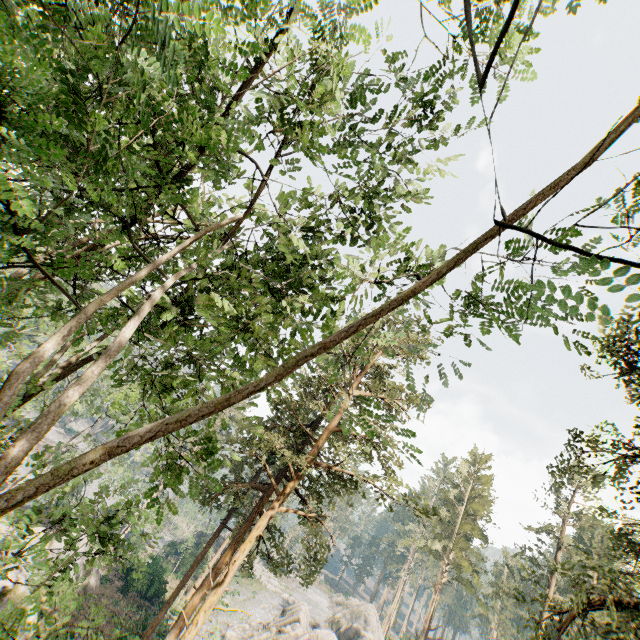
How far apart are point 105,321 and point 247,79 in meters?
5.7

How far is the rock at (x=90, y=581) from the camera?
20.1 meters

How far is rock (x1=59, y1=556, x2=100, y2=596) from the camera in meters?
20.1

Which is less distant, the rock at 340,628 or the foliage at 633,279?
the foliage at 633,279

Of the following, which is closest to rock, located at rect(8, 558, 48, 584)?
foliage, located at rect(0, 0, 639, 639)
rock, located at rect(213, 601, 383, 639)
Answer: foliage, located at rect(0, 0, 639, 639)

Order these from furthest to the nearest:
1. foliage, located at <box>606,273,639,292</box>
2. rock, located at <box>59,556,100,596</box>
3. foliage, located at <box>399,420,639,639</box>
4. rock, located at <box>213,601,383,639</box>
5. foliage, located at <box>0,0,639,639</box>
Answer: rock, located at <box>213,601,383,639</box>
rock, located at <box>59,556,100,596</box>
foliage, located at <box>399,420,639,639</box>
foliage, located at <box>0,0,639,639</box>
foliage, located at <box>606,273,639,292</box>

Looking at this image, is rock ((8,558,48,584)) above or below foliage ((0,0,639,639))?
below
